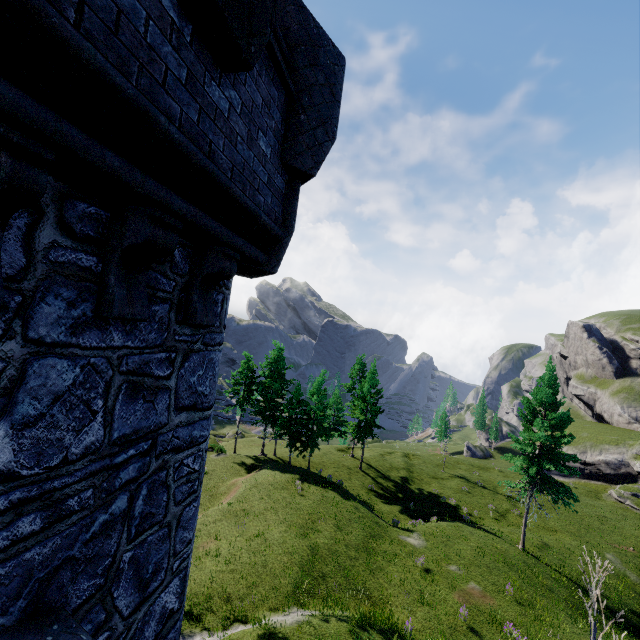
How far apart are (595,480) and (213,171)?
63.82m
